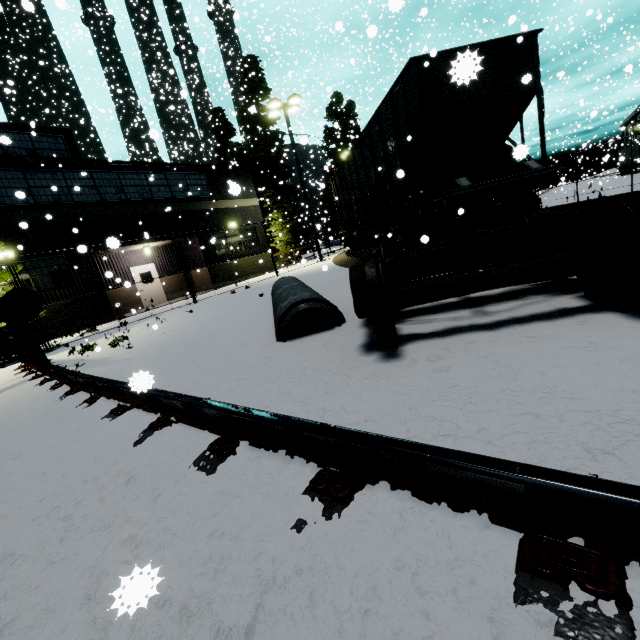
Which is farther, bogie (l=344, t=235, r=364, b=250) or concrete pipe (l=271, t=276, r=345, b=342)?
bogie (l=344, t=235, r=364, b=250)

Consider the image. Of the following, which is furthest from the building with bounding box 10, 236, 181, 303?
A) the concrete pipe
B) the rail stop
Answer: the concrete pipe

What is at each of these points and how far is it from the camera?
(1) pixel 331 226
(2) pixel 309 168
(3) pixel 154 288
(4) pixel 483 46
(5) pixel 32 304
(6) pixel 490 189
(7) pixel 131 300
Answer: (1) tree, 36.66m
(2) silo, 40.56m
(3) door, 19.81m
(4) coal car, 7.01m
(5) rail stop, 5.78m
(6) flatcar, 7.28m
(7) building, 18.72m

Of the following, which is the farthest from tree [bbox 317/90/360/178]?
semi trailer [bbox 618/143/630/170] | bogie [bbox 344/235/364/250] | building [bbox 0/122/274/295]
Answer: bogie [bbox 344/235/364/250]

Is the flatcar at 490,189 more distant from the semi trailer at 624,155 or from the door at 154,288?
the semi trailer at 624,155

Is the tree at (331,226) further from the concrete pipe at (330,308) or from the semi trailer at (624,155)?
the concrete pipe at (330,308)

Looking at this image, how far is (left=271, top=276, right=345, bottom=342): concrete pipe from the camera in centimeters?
445cm

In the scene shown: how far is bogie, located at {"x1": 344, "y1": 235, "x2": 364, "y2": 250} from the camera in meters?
17.1 m
